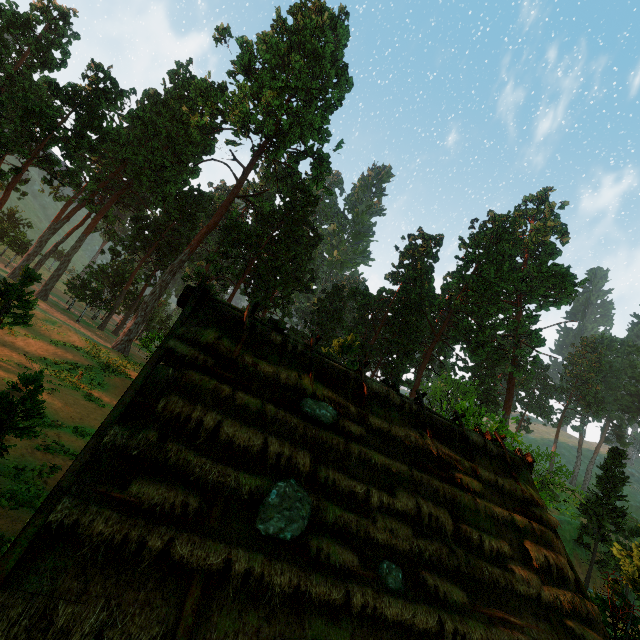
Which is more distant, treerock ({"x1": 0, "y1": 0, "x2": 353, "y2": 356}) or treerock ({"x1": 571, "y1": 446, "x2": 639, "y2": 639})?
treerock ({"x1": 0, "y1": 0, "x2": 353, "y2": 356})

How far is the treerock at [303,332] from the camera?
49.4 meters

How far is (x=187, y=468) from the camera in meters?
5.2 m

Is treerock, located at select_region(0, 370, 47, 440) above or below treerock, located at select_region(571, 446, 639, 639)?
below

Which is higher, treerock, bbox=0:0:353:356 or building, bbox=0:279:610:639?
treerock, bbox=0:0:353:356

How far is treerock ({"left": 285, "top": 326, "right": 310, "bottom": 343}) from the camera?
49.4 meters
